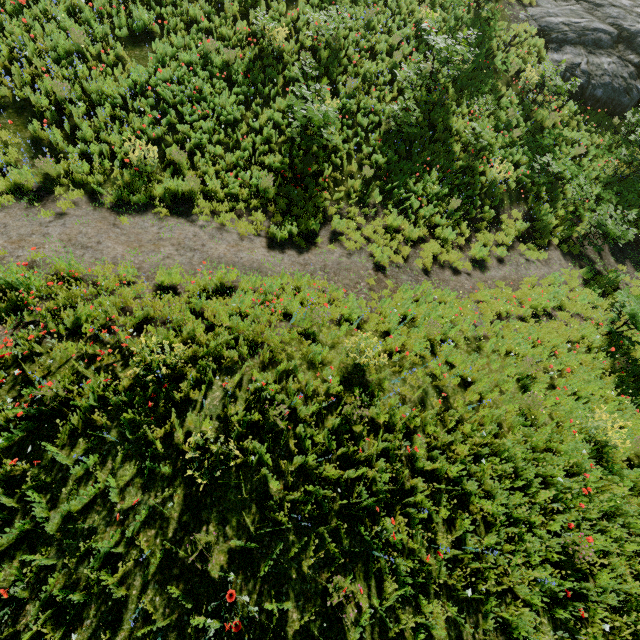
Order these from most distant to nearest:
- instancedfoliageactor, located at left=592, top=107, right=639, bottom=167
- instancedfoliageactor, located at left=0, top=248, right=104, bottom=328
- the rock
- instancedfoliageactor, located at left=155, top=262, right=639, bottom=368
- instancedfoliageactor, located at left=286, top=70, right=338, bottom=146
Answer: the rock, instancedfoliageactor, located at left=592, top=107, right=639, bottom=167, instancedfoliageactor, located at left=286, top=70, right=338, bottom=146, instancedfoliageactor, located at left=155, top=262, right=639, bottom=368, instancedfoliageactor, located at left=0, top=248, right=104, bottom=328

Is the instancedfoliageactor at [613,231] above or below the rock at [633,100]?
below

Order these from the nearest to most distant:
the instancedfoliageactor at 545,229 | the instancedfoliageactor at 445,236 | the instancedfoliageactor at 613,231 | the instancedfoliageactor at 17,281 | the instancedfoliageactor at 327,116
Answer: the instancedfoliageactor at 17,281 → the instancedfoliageactor at 327,116 → the instancedfoliageactor at 445,236 → the instancedfoliageactor at 613,231 → the instancedfoliageactor at 545,229

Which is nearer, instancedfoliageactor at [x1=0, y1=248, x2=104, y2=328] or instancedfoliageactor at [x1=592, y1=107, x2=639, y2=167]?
instancedfoliageactor at [x1=0, y1=248, x2=104, y2=328]

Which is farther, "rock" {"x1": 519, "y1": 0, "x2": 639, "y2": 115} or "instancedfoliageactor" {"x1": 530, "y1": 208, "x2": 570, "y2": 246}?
"rock" {"x1": 519, "y1": 0, "x2": 639, "y2": 115}

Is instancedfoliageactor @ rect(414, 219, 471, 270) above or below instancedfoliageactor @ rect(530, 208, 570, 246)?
below

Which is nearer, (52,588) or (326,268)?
(52,588)
